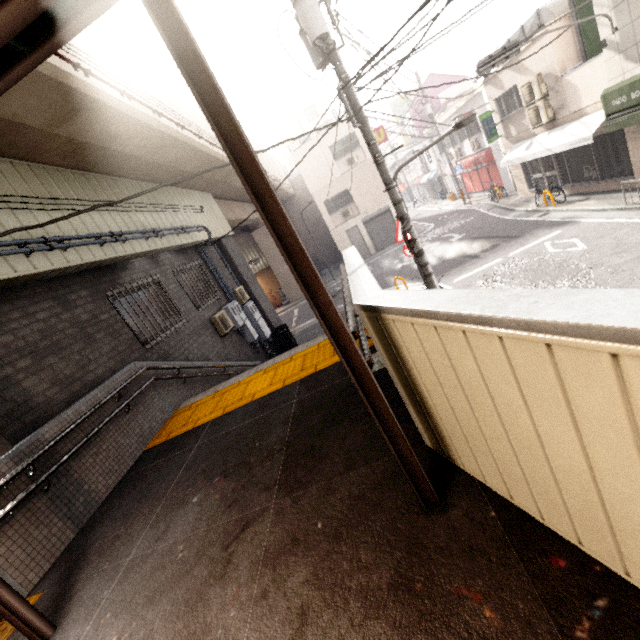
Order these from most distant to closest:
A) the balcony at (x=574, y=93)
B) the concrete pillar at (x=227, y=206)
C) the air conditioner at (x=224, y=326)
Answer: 1. the concrete pillar at (x=227, y=206)
2. the balcony at (x=574, y=93)
3. the air conditioner at (x=224, y=326)

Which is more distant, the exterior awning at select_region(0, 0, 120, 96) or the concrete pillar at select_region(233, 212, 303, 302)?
the concrete pillar at select_region(233, 212, 303, 302)

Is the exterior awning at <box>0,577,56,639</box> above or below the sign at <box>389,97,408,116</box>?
below

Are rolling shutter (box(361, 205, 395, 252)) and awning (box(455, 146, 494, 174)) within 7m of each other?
yes

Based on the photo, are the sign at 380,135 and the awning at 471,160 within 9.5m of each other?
yes

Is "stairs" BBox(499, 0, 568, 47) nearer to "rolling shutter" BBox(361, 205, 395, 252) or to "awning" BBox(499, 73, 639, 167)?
"awning" BBox(499, 73, 639, 167)

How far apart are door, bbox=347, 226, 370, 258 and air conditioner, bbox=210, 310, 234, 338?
16.12m

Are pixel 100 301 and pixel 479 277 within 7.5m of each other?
no
